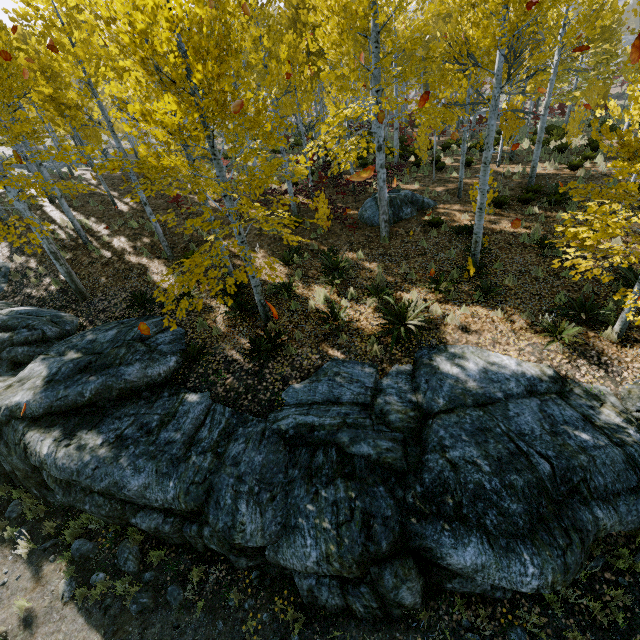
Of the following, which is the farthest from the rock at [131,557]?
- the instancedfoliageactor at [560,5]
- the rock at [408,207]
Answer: the rock at [408,207]

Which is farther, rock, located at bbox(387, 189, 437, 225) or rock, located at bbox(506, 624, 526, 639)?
rock, located at bbox(387, 189, 437, 225)

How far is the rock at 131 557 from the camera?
6.43m

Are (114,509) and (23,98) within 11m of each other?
no

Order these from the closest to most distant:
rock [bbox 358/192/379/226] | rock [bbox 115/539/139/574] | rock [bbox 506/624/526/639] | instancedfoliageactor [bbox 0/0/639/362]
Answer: rock [bbox 506/624/526/639] < instancedfoliageactor [bbox 0/0/639/362] < rock [bbox 115/539/139/574] < rock [bbox 358/192/379/226]

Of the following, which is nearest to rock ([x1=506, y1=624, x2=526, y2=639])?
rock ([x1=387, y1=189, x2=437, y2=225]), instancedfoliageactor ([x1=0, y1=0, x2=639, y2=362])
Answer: instancedfoliageactor ([x1=0, y1=0, x2=639, y2=362])

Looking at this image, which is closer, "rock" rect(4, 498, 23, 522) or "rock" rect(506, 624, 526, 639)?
"rock" rect(506, 624, 526, 639)

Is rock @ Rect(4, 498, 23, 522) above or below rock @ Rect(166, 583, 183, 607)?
above
